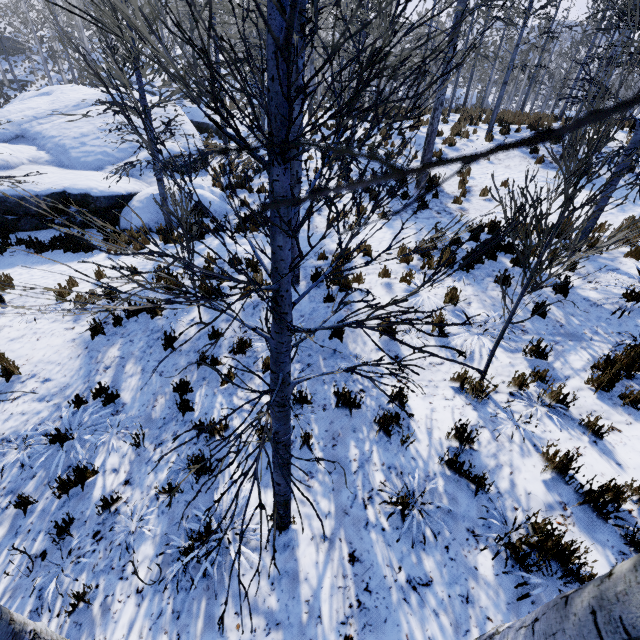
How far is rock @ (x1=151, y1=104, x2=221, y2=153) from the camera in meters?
14.4

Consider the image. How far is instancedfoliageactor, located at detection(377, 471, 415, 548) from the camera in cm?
324

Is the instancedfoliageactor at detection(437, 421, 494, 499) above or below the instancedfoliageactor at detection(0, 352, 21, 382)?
above

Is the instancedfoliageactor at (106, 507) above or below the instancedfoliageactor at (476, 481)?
below

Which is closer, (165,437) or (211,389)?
(165,437)

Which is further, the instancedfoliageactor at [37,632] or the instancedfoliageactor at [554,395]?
the instancedfoliageactor at [554,395]

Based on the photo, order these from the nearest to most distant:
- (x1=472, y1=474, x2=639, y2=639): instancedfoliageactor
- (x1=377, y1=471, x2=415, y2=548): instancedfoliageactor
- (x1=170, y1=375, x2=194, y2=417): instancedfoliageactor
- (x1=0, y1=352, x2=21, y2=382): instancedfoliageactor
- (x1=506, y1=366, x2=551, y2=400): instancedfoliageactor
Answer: (x1=472, y1=474, x2=639, y2=639): instancedfoliageactor < (x1=377, y1=471, x2=415, y2=548): instancedfoliageactor < (x1=506, y1=366, x2=551, y2=400): instancedfoliageactor < (x1=170, y1=375, x2=194, y2=417): instancedfoliageactor < (x1=0, y1=352, x2=21, y2=382): instancedfoliageactor

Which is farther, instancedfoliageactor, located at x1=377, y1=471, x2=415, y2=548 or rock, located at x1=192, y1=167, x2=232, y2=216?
rock, located at x1=192, y1=167, x2=232, y2=216
